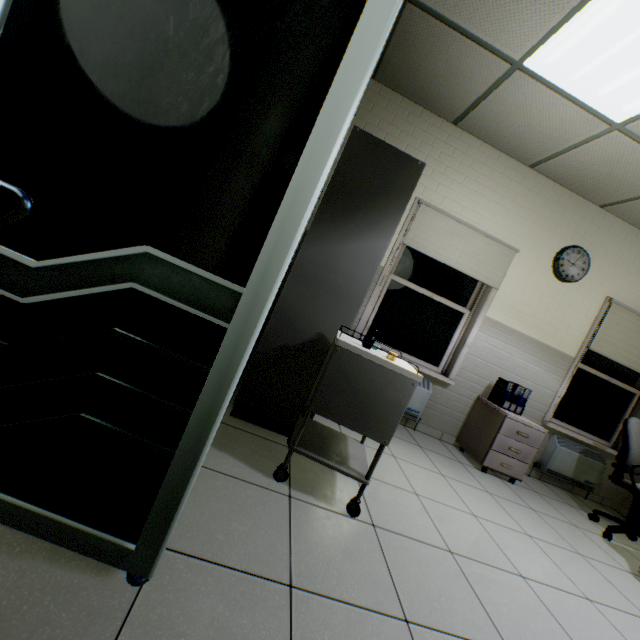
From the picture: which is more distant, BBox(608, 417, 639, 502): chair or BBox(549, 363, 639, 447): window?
BBox(549, 363, 639, 447): window

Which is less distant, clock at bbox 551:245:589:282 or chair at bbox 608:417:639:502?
chair at bbox 608:417:639:502

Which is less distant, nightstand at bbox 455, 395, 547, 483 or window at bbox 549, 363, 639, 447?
nightstand at bbox 455, 395, 547, 483

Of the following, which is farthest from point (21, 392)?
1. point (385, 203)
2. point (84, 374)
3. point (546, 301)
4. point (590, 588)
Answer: point (546, 301)

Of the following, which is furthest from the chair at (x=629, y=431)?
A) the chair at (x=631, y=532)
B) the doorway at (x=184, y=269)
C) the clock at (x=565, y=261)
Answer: the doorway at (x=184, y=269)

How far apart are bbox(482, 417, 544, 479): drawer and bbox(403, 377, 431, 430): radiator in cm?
76

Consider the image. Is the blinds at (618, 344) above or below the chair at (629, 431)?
above

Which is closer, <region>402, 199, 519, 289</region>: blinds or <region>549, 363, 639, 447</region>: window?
<region>402, 199, 519, 289</region>: blinds
